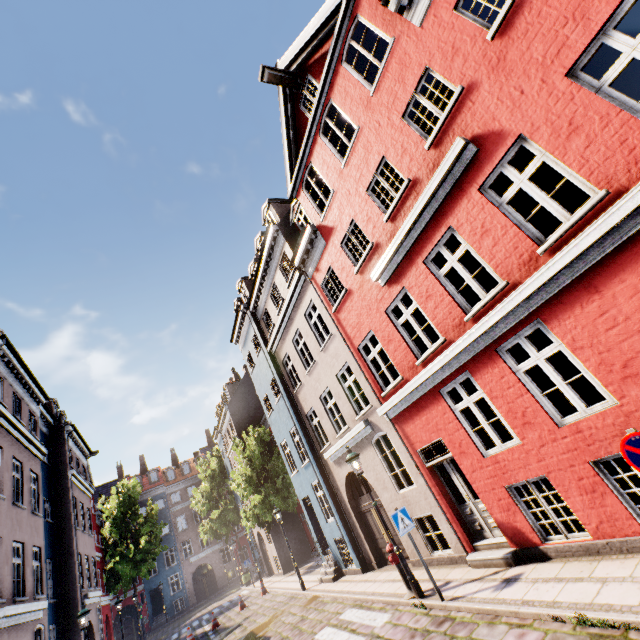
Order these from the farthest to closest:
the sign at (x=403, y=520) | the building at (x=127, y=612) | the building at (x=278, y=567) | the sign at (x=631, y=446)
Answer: the building at (x=127, y=612), the building at (x=278, y=567), the sign at (x=403, y=520), the sign at (x=631, y=446)

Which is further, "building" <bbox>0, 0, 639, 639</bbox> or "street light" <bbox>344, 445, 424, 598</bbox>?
"street light" <bbox>344, 445, 424, 598</bbox>

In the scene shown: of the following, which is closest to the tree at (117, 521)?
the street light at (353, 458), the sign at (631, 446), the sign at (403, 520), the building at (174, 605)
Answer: the building at (174, 605)

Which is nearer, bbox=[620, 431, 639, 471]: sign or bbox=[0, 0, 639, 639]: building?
bbox=[620, 431, 639, 471]: sign

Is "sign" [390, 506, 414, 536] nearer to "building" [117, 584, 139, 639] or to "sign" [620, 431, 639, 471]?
"building" [117, 584, 139, 639]

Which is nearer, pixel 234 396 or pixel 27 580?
pixel 27 580
